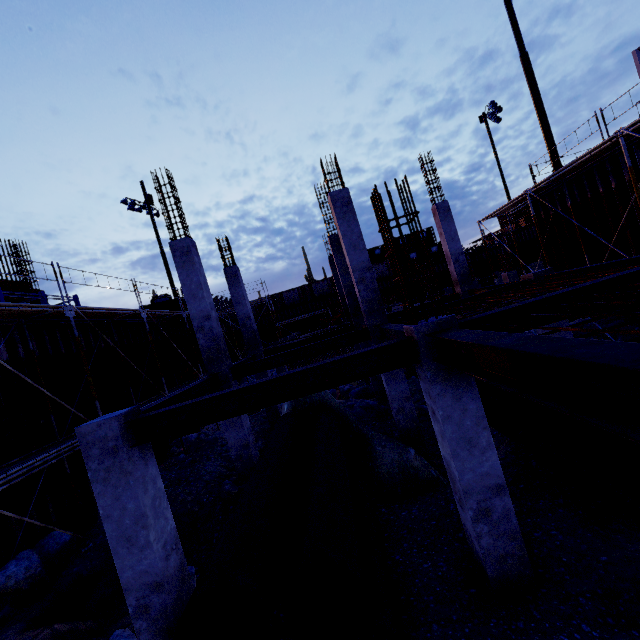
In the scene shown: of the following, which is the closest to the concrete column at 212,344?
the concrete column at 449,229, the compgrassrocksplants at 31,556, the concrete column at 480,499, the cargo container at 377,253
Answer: the compgrassrocksplants at 31,556

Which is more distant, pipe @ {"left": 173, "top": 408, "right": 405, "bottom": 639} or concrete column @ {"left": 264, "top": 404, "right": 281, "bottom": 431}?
concrete column @ {"left": 264, "top": 404, "right": 281, "bottom": 431}

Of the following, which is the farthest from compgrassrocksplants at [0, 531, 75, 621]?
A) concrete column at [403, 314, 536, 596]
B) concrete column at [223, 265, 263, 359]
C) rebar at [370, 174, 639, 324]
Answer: concrete column at [403, 314, 536, 596]

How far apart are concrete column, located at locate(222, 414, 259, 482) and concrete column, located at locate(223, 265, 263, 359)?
4.3 meters

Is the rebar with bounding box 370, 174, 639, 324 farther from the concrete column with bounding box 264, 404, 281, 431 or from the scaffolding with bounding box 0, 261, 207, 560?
the scaffolding with bounding box 0, 261, 207, 560

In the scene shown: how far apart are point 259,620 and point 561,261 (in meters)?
16.53

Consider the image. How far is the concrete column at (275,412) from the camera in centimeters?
1454cm

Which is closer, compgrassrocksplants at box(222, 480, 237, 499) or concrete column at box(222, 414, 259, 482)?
compgrassrocksplants at box(222, 480, 237, 499)
